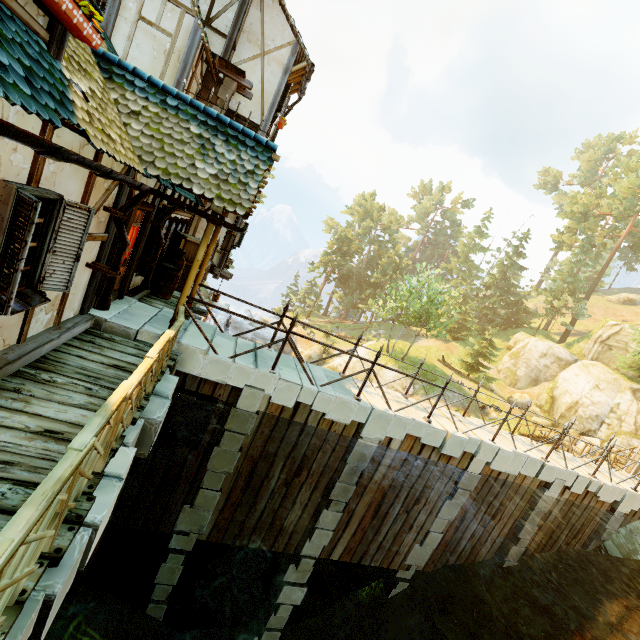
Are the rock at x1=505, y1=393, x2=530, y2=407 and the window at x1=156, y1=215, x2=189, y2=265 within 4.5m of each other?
no

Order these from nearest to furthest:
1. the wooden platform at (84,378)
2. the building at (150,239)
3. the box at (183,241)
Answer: the wooden platform at (84,378)
the building at (150,239)
the box at (183,241)

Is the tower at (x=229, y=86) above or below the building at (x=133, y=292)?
above

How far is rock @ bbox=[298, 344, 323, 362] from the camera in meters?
34.8 m

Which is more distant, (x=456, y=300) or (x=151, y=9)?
(x=456, y=300)

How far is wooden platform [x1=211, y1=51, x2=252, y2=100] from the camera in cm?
991

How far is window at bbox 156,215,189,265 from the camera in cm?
847

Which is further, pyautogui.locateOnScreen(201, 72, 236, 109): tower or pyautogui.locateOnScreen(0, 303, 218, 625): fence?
pyautogui.locateOnScreen(201, 72, 236, 109): tower
